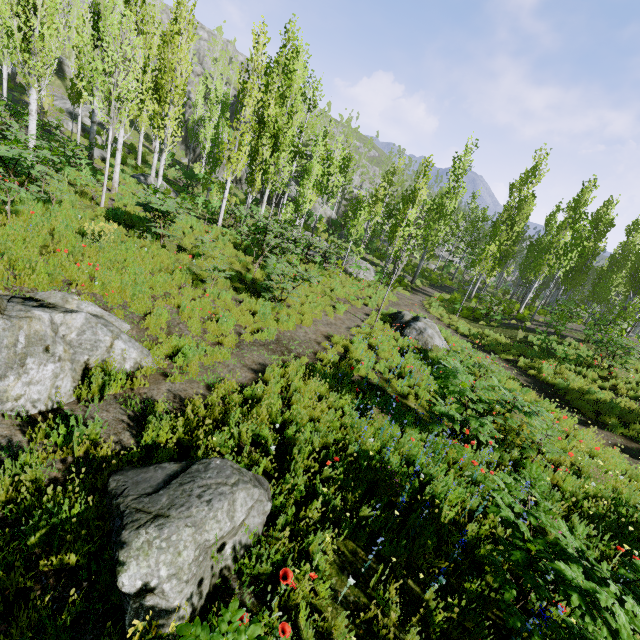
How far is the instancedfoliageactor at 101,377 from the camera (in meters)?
5.11

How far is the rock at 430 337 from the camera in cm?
1231

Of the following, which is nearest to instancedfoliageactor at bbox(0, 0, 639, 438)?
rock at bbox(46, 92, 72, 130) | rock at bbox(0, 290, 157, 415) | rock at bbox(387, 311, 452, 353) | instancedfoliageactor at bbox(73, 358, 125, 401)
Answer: rock at bbox(46, 92, 72, 130)

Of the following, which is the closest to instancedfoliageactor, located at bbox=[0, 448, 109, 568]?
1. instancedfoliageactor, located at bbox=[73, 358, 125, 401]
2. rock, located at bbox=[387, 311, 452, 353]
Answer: rock, located at bbox=[387, 311, 452, 353]

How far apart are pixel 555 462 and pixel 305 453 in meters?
6.0

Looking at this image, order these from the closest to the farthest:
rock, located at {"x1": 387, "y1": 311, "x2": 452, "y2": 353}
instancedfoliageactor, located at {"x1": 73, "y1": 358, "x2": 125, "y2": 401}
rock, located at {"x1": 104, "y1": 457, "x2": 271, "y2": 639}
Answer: rock, located at {"x1": 104, "y1": 457, "x2": 271, "y2": 639} < instancedfoliageactor, located at {"x1": 73, "y1": 358, "x2": 125, "y2": 401} < rock, located at {"x1": 387, "y1": 311, "x2": 452, "y2": 353}

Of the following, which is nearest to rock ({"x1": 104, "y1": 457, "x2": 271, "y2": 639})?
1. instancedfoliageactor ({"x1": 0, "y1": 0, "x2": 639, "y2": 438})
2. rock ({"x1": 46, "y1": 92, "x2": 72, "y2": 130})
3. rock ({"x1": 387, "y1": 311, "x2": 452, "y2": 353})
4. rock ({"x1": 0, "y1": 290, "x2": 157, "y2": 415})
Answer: instancedfoliageactor ({"x1": 0, "y1": 0, "x2": 639, "y2": 438})

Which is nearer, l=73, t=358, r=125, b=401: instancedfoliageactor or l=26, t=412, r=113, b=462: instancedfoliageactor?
l=26, t=412, r=113, b=462: instancedfoliageactor
